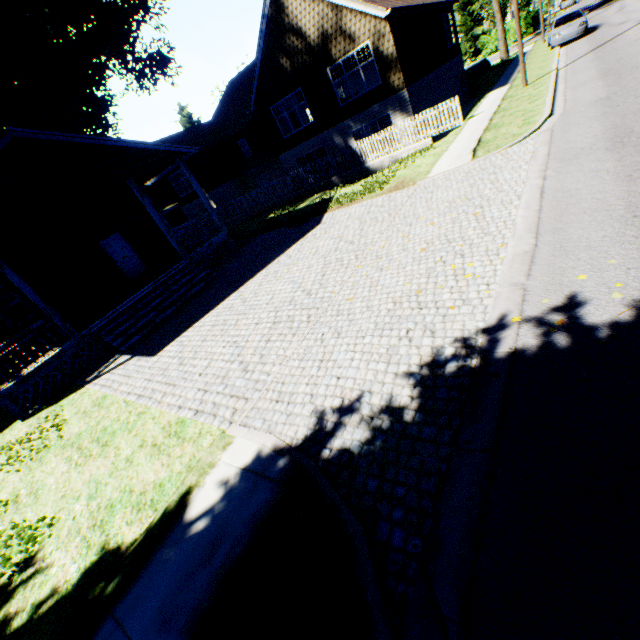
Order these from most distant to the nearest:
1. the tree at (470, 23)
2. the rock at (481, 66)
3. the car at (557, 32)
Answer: the rock at (481, 66) < the tree at (470, 23) < the car at (557, 32)

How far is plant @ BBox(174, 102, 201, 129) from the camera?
48.8m

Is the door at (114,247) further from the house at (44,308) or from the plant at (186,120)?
the plant at (186,120)

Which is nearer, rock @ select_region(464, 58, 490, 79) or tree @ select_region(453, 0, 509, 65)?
tree @ select_region(453, 0, 509, 65)

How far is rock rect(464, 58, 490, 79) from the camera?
32.0m

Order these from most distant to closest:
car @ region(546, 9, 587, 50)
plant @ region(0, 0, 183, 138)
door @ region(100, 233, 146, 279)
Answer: car @ region(546, 9, 587, 50)
plant @ region(0, 0, 183, 138)
door @ region(100, 233, 146, 279)

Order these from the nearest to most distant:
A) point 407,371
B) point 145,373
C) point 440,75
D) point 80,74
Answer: point 407,371, point 145,373, point 440,75, point 80,74

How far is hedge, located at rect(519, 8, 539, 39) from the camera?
41.28m
